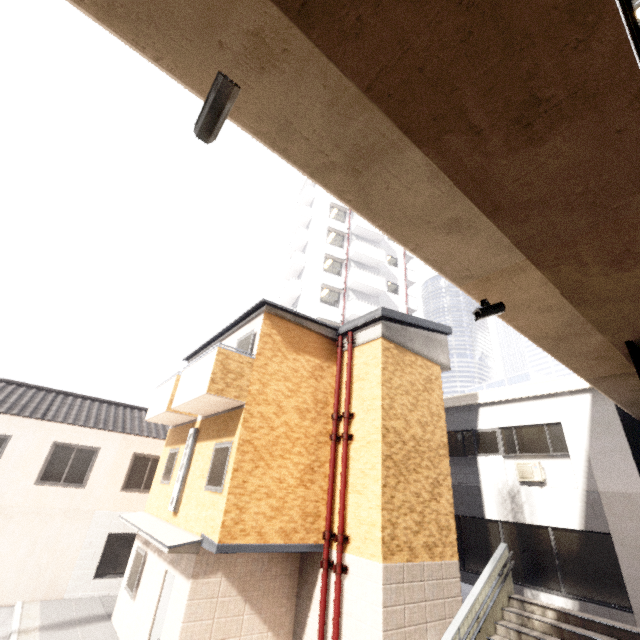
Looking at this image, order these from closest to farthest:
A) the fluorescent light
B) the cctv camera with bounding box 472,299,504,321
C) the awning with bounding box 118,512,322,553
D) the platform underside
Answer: the fluorescent light
the cctv camera with bounding box 472,299,504,321
the platform underside
the awning with bounding box 118,512,322,553

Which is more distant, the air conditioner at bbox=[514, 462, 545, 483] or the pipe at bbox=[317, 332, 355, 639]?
the air conditioner at bbox=[514, 462, 545, 483]

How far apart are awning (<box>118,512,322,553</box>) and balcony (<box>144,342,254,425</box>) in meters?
3.0

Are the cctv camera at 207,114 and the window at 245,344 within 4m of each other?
no

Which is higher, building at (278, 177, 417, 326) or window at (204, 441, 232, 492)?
building at (278, 177, 417, 326)

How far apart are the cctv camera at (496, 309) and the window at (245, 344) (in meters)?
6.25

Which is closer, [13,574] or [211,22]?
[211,22]

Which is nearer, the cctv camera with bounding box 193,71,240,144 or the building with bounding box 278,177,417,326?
the cctv camera with bounding box 193,71,240,144
